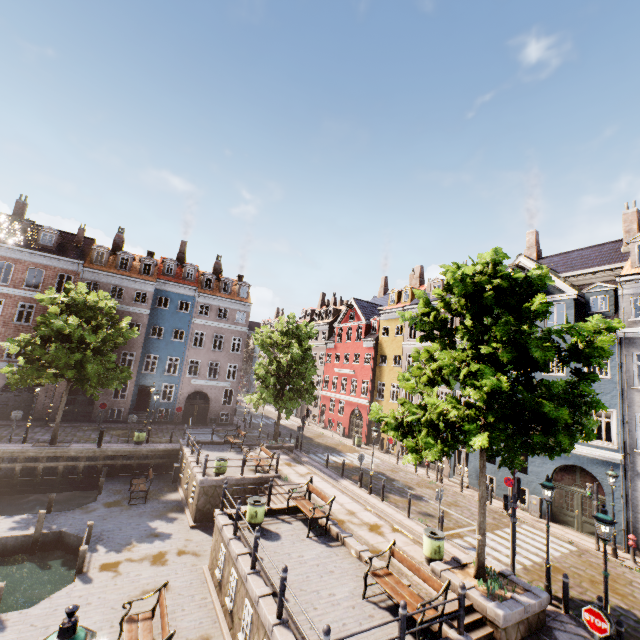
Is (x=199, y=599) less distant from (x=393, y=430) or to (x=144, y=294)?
(x=393, y=430)

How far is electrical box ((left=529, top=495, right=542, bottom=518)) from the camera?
18.1m

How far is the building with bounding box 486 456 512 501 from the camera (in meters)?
20.22

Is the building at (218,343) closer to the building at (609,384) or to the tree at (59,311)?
the tree at (59,311)

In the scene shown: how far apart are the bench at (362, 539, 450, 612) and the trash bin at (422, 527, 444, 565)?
2.00m

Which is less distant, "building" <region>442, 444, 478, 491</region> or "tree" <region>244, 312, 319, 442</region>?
"building" <region>442, 444, 478, 491</region>

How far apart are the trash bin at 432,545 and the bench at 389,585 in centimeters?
200cm
